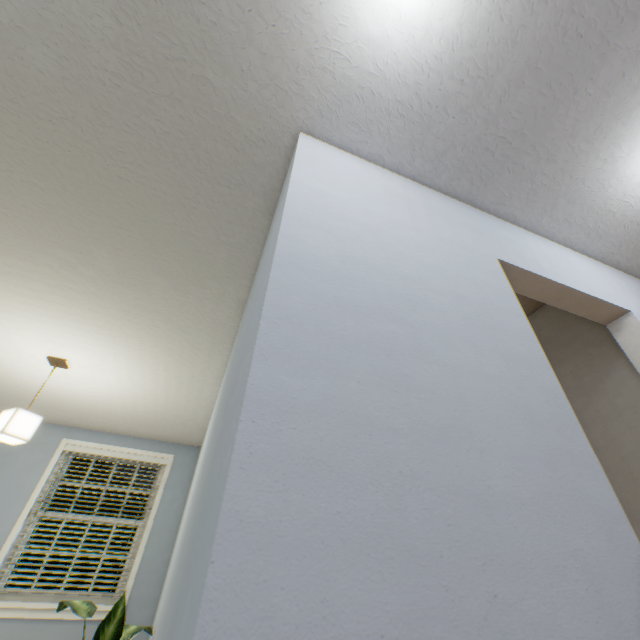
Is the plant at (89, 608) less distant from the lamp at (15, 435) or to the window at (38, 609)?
the lamp at (15, 435)

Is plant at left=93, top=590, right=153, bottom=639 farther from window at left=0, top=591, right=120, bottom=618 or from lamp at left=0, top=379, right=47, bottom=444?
window at left=0, top=591, right=120, bottom=618

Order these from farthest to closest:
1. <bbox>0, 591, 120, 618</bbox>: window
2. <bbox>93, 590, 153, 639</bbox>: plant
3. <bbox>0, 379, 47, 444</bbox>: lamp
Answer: <bbox>0, 591, 120, 618</bbox>: window, <bbox>0, 379, 47, 444</bbox>: lamp, <bbox>93, 590, 153, 639</bbox>: plant

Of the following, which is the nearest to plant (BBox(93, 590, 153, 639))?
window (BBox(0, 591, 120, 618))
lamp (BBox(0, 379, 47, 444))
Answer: lamp (BBox(0, 379, 47, 444))

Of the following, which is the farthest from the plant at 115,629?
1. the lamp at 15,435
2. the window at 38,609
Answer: the window at 38,609

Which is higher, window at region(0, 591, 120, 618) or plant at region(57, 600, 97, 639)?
plant at region(57, 600, 97, 639)

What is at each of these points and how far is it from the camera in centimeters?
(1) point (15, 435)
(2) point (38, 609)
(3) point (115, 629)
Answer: (1) lamp, 237cm
(2) window, 305cm
(3) plant, 173cm
